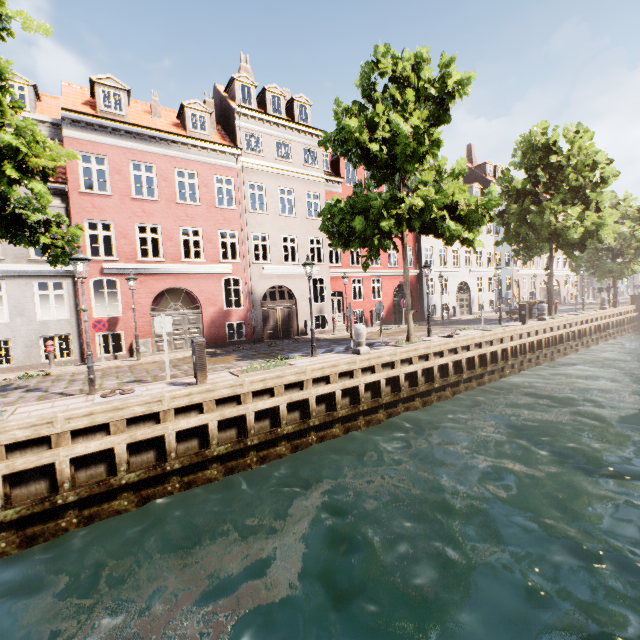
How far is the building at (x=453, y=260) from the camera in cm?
2805

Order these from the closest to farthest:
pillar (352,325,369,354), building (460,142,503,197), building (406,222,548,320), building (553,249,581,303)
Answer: pillar (352,325,369,354), building (406,222,548,320), building (460,142,503,197), building (553,249,581,303)

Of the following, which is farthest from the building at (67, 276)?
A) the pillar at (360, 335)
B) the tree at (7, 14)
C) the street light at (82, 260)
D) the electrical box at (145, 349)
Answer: the electrical box at (145, 349)

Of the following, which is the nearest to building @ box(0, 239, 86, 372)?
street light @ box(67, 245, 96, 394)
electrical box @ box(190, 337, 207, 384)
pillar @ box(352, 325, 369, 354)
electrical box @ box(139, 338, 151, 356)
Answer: electrical box @ box(190, 337, 207, 384)

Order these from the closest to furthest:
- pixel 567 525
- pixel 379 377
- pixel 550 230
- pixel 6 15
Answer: pixel 567 525, pixel 6 15, pixel 379 377, pixel 550 230

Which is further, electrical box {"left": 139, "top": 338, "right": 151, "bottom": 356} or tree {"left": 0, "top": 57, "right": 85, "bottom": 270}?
electrical box {"left": 139, "top": 338, "right": 151, "bottom": 356}

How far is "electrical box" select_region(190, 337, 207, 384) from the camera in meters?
8.5 m

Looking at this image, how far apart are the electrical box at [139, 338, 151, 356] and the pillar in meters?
10.0
